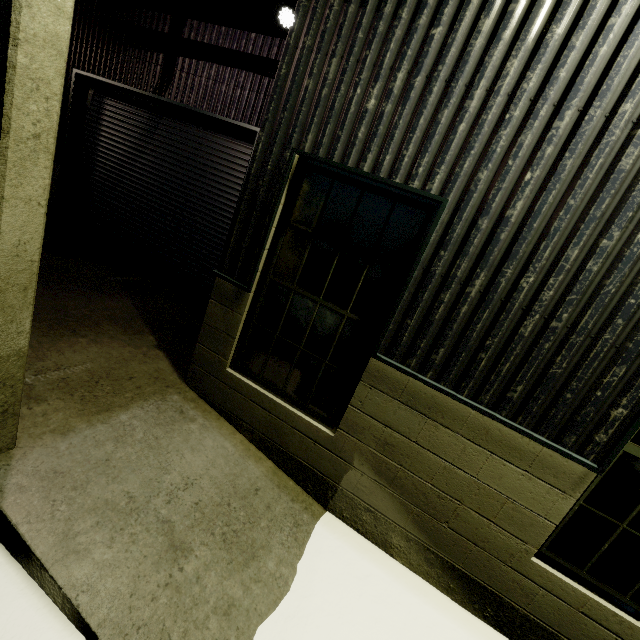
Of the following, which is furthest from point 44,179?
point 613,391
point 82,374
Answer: point 613,391

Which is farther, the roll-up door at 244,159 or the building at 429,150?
the roll-up door at 244,159

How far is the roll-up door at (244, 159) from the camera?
6.20m

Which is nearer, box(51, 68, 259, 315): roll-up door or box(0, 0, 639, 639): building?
box(0, 0, 639, 639): building

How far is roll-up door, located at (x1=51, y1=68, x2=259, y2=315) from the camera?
6.2m
